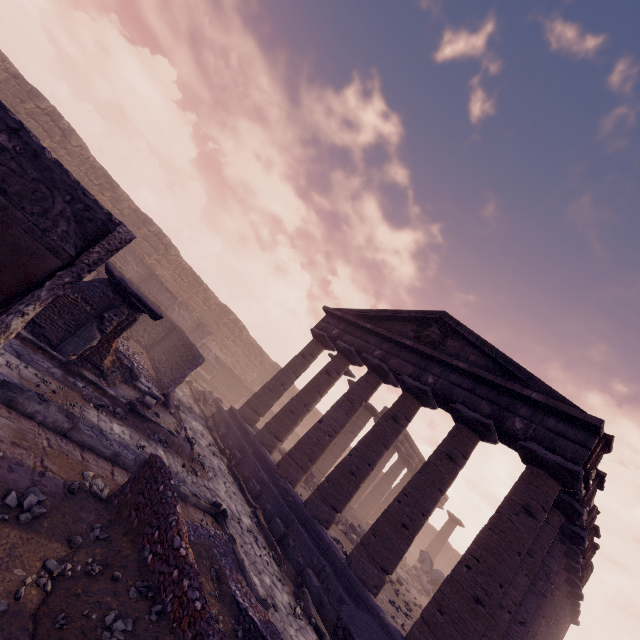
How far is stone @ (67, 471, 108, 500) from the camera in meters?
4.3

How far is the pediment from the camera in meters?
8.3 m

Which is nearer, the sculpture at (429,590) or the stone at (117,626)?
the stone at (117,626)

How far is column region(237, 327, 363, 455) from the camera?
13.12m

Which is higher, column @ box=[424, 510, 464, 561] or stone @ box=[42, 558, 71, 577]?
column @ box=[424, 510, 464, 561]

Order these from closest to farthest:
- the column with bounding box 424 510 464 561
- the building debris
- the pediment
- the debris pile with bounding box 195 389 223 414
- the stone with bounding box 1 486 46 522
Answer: the stone with bounding box 1 486 46 522
the pediment
the debris pile with bounding box 195 389 223 414
the building debris
the column with bounding box 424 510 464 561

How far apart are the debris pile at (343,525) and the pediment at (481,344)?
6.9 meters

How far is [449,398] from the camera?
10.2 meters
